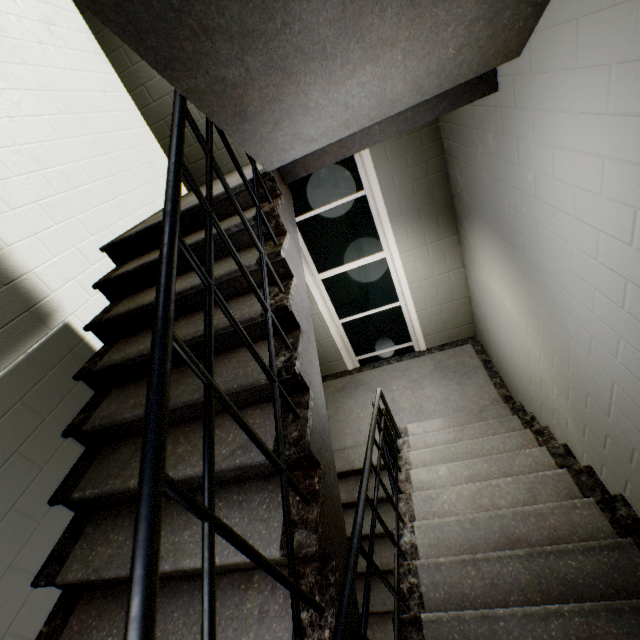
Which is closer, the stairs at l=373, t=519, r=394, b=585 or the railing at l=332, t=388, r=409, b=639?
the railing at l=332, t=388, r=409, b=639

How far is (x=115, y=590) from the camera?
1.54m

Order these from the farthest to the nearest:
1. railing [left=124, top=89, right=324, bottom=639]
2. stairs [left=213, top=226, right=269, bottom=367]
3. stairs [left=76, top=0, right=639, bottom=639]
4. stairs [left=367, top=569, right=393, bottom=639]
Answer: stairs [left=367, top=569, right=393, bottom=639] → stairs [left=213, top=226, right=269, bottom=367] → stairs [left=76, top=0, right=639, bottom=639] → railing [left=124, top=89, right=324, bottom=639]

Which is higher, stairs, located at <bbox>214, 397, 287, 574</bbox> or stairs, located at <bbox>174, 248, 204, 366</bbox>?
stairs, located at <bbox>174, 248, 204, 366</bbox>

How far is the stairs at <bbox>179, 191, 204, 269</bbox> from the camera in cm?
214

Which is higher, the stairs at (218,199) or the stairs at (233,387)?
the stairs at (218,199)

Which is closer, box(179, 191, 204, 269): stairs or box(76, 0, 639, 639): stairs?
box(76, 0, 639, 639): stairs

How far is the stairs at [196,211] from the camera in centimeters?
214cm
